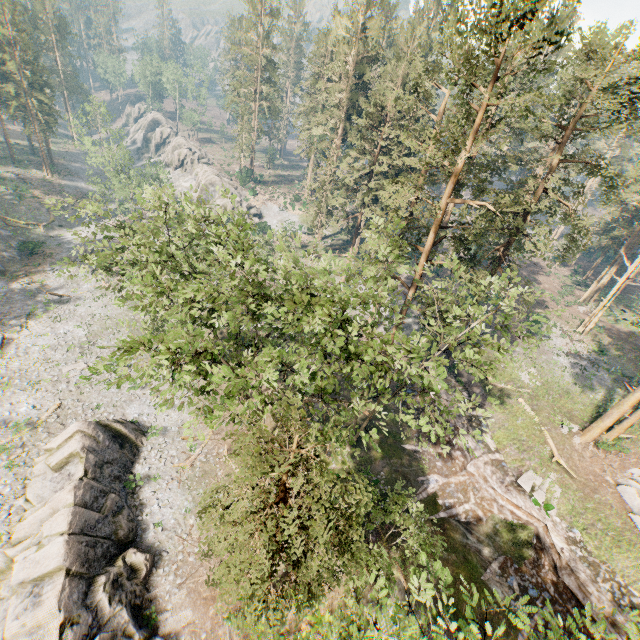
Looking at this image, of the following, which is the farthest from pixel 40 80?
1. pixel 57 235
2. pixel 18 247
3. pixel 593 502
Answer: pixel 593 502

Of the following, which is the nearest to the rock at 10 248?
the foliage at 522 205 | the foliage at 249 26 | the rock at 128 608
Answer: the rock at 128 608

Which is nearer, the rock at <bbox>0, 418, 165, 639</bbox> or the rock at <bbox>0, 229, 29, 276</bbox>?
the rock at <bbox>0, 418, 165, 639</bbox>

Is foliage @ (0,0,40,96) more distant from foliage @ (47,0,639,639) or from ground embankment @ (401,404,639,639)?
ground embankment @ (401,404,639,639)

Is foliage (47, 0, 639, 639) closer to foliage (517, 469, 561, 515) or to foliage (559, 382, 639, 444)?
foliage (559, 382, 639, 444)

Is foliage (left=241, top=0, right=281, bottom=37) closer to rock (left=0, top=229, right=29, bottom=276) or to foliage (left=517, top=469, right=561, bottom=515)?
foliage (left=517, top=469, right=561, bottom=515)

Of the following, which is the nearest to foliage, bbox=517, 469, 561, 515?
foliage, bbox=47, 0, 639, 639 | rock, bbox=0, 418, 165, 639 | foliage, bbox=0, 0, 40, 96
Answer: foliage, bbox=47, 0, 639, 639

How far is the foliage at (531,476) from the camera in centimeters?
2298cm
